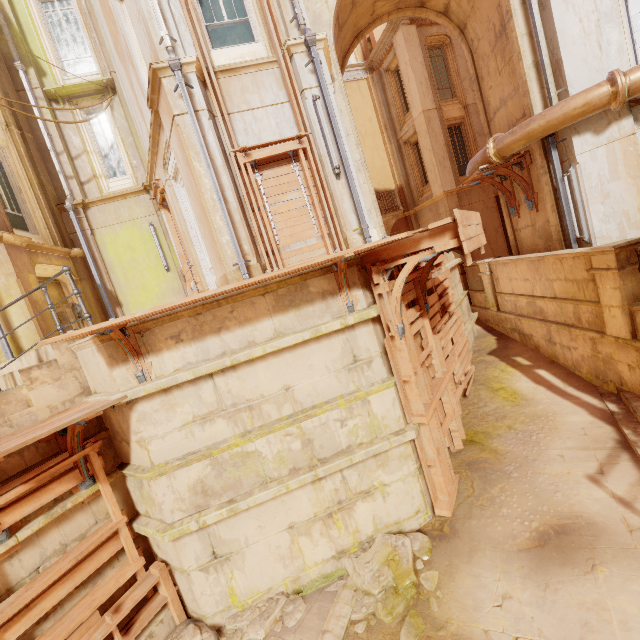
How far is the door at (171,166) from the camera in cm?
834

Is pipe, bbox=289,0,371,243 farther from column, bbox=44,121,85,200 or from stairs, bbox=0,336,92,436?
column, bbox=44,121,85,200

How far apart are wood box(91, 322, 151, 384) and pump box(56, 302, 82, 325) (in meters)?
6.35

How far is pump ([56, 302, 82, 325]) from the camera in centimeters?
933cm

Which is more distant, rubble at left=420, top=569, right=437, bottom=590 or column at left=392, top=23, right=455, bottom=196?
column at left=392, top=23, right=455, bottom=196

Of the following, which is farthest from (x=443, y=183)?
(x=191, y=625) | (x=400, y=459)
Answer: (x=191, y=625)

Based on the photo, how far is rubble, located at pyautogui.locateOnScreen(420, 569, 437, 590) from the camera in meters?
4.8

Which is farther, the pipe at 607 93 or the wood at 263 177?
the wood at 263 177
